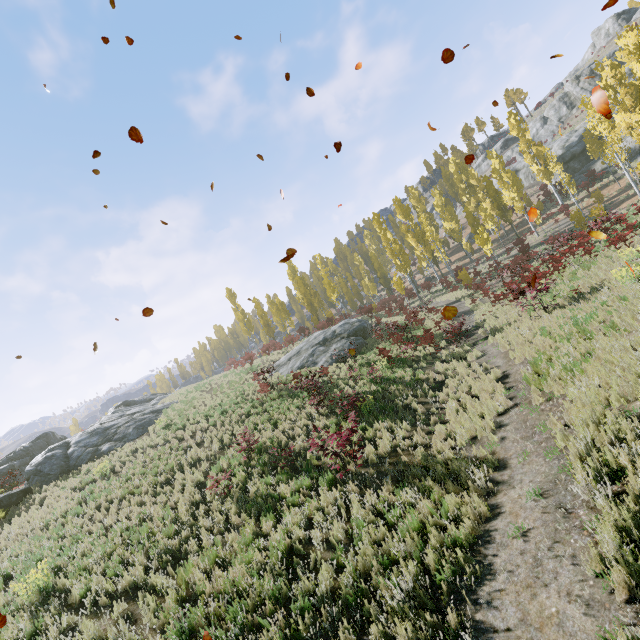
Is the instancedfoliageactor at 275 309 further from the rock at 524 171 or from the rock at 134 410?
the rock at 134 410

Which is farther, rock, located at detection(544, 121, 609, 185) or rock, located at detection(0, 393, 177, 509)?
rock, located at detection(544, 121, 609, 185)

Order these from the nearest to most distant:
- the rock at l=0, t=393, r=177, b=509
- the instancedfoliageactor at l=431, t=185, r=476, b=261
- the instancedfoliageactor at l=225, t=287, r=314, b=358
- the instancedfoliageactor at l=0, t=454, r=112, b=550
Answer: the instancedfoliageactor at l=0, t=454, r=112, b=550 → the rock at l=0, t=393, r=177, b=509 → the instancedfoliageactor at l=225, t=287, r=314, b=358 → the instancedfoliageactor at l=431, t=185, r=476, b=261

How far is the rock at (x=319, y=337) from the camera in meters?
22.7

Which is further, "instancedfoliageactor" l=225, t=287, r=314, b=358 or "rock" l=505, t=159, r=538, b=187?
"rock" l=505, t=159, r=538, b=187

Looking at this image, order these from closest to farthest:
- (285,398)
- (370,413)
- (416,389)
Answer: (370,413)
(416,389)
(285,398)

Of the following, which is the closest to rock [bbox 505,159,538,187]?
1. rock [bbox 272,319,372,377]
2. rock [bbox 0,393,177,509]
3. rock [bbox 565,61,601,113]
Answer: rock [bbox 565,61,601,113]

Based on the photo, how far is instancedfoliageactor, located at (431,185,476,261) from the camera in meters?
44.9
